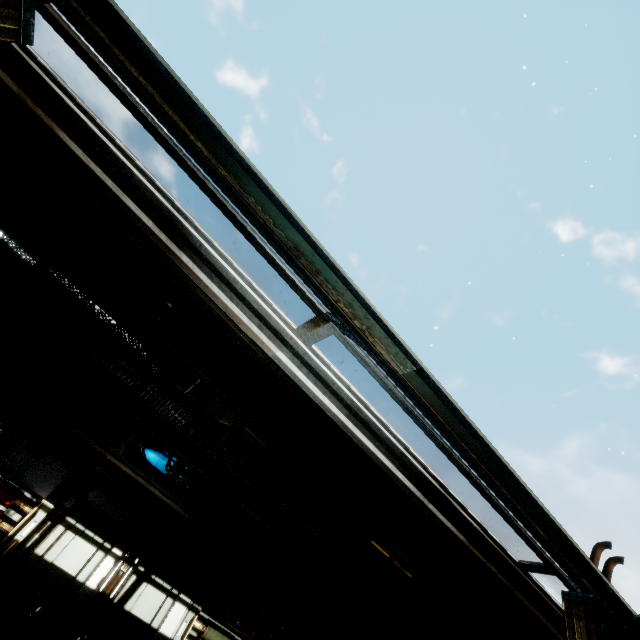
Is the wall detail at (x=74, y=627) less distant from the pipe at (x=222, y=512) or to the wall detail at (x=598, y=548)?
the pipe at (x=222, y=512)

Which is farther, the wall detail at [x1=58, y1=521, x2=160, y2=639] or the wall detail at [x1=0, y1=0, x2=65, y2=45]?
the wall detail at [x1=58, y1=521, x2=160, y2=639]

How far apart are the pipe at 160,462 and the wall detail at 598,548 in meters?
7.0 m

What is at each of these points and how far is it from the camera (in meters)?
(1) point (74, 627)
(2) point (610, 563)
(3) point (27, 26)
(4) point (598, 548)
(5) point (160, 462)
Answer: (1) wall detail, 5.66
(2) wall detail, 1.81
(3) wall detail, 0.88
(4) wall detail, 1.78
(5) pipe, 6.79

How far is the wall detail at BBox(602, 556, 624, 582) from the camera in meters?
1.8 m

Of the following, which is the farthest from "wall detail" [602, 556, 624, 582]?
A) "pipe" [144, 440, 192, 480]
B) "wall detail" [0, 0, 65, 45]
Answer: "pipe" [144, 440, 192, 480]

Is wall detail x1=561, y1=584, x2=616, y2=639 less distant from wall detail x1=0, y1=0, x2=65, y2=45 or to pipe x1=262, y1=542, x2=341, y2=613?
wall detail x1=0, y1=0, x2=65, y2=45
